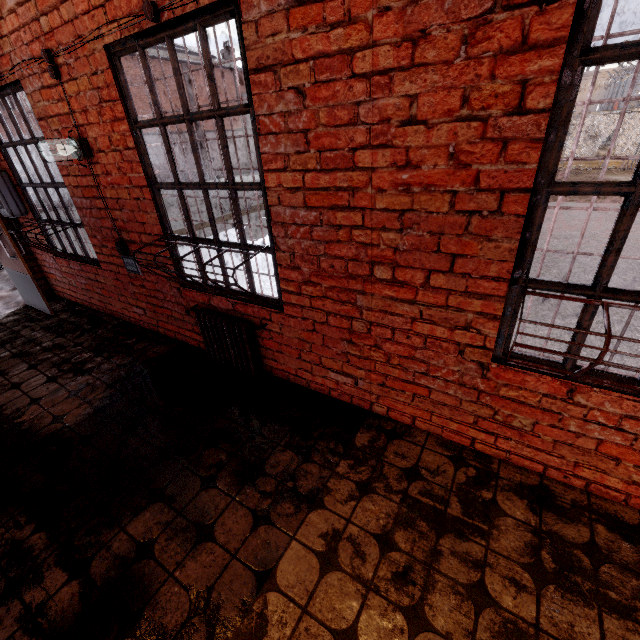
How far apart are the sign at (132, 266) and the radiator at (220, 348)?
0.89m

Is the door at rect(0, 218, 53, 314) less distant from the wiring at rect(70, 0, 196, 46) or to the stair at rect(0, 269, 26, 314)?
the stair at rect(0, 269, 26, 314)

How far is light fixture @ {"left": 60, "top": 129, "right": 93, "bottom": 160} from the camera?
3.02m

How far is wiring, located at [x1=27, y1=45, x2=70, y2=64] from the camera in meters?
2.7 m

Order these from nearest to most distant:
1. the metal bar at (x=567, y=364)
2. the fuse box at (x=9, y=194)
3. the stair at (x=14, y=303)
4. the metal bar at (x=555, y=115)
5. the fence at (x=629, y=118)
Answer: the metal bar at (x=555, y=115)
the metal bar at (x=567, y=364)
the fuse box at (x=9, y=194)
the stair at (x=14, y=303)
the fence at (x=629, y=118)

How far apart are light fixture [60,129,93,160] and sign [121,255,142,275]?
0.9 meters

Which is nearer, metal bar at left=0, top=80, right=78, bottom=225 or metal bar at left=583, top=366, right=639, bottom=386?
metal bar at left=583, top=366, right=639, bottom=386

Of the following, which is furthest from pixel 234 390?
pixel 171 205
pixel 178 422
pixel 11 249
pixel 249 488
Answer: pixel 171 205
